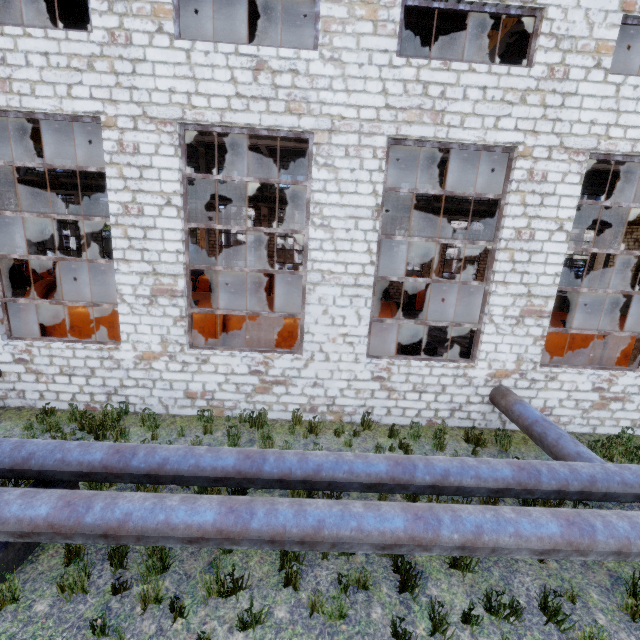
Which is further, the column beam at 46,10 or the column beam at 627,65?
the column beam at 627,65

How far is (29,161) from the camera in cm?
2350

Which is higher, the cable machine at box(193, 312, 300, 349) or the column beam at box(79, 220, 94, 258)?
the column beam at box(79, 220, 94, 258)

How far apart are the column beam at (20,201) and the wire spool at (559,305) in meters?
39.3 m

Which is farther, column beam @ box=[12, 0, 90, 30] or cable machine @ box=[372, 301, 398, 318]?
cable machine @ box=[372, 301, 398, 318]

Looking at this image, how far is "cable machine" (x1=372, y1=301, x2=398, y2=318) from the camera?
11.09m

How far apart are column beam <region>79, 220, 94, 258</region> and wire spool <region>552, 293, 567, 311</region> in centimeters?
3489cm

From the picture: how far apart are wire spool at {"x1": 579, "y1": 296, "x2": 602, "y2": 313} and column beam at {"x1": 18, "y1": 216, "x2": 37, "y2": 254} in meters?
41.0
